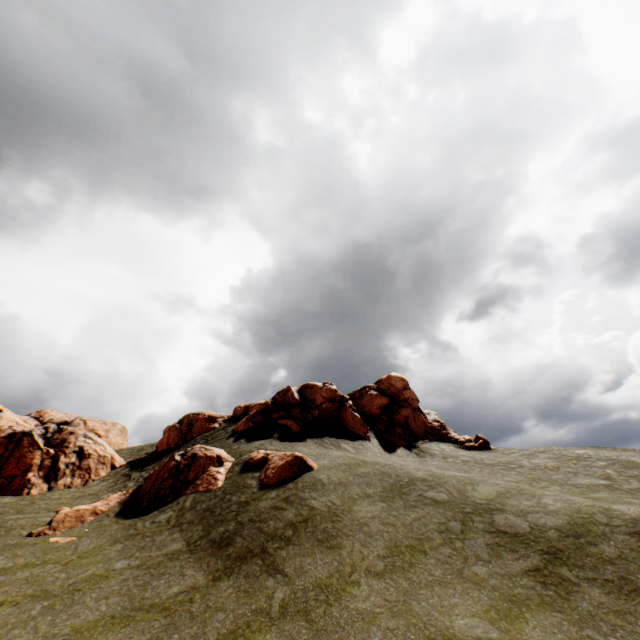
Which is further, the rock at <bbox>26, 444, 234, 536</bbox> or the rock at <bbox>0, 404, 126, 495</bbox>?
the rock at <bbox>0, 404, 126, 495</bbox>

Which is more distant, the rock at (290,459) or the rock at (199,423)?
the rock at (199,423)

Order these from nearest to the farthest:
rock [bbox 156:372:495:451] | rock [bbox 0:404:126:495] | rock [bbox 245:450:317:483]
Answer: rock [bbox 245:450:317:483], rock [bbox 0:404:126:495], rock [bbox 156:372:495:451]

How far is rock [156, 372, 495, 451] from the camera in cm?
2806

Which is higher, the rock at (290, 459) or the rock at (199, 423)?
the rock at (199, 423)

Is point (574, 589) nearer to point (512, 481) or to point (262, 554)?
point (262, 554)
